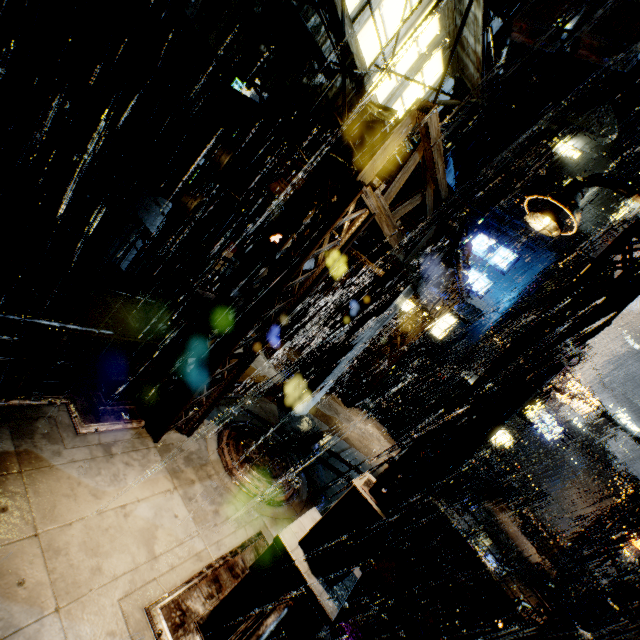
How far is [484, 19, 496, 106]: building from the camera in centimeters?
908cm

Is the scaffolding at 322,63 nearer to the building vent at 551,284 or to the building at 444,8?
the building at 444,8

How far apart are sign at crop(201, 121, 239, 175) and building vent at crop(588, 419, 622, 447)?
72.7 meters

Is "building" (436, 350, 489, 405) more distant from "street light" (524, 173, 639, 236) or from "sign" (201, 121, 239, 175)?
"street light" (524, 173, 639, 236)

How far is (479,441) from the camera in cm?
375

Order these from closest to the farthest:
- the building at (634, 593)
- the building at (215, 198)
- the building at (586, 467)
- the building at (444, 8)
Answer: the building at (444, 8)
the building at (215, 198)
the building at (634, 593)
the building at (586, 467)

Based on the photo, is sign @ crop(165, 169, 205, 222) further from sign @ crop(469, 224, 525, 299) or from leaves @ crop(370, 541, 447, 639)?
sign @ crop(469, 224, 525, 299)
